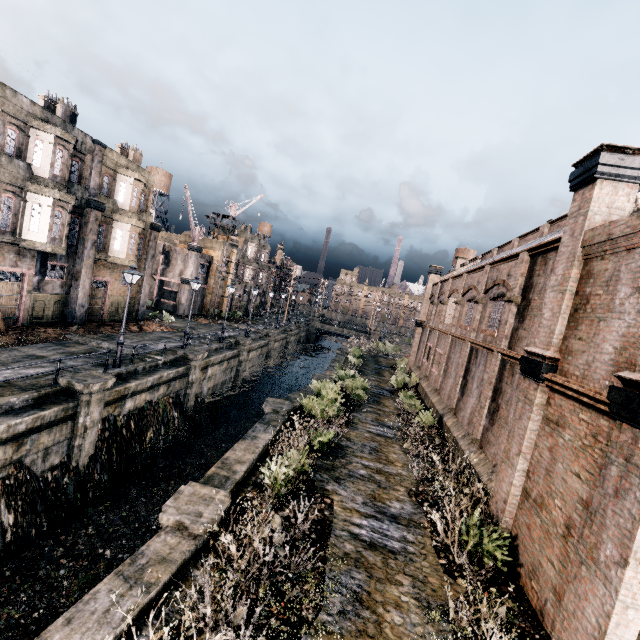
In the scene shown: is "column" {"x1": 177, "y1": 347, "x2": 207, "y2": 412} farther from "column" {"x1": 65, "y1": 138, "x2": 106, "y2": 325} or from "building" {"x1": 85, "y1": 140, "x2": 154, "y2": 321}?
"building" {"x1": 85, "y1": 140, "x2": 154, "y2": 321}

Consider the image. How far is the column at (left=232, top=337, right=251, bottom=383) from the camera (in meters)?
31.62

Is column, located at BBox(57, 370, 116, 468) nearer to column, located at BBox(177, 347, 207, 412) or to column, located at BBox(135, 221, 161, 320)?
column, located at BBox(177, 347, 207, 412)

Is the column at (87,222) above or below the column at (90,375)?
above

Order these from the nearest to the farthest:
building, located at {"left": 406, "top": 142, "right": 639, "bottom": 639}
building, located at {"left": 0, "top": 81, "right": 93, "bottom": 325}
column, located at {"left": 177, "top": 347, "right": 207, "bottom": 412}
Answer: building, located at {"left": 406, "top": 142, "right": 639, "bottom": 639}, building, located at {"left": 0, "top": 81, "right": 93, "bottom": 325}, column, located at {"left": 177, "top": 347, "right": 207, "bottom": 412}

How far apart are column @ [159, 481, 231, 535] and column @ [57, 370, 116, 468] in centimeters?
763cm

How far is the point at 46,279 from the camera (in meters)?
22.27

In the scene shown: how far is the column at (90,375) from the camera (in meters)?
14.11
